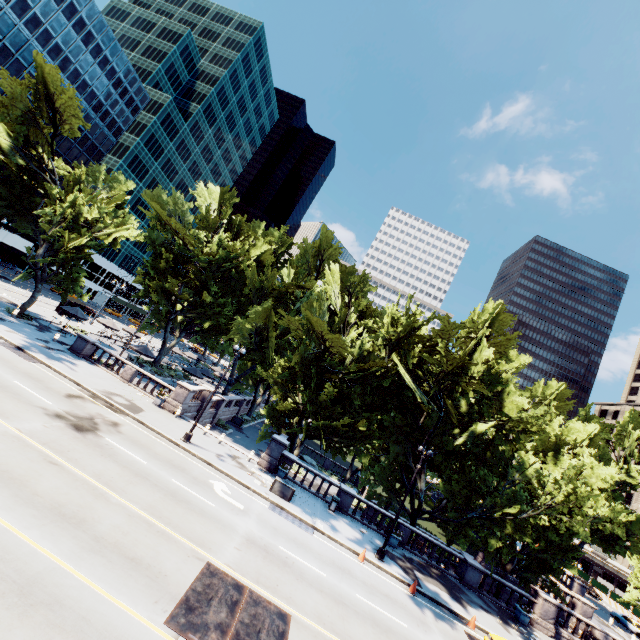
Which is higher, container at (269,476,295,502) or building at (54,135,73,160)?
building at (54,135,73,160)

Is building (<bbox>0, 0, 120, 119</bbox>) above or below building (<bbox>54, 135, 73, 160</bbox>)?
above

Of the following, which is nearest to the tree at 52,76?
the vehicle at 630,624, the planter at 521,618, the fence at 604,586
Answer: the planter at 521,618

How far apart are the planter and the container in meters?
17.6

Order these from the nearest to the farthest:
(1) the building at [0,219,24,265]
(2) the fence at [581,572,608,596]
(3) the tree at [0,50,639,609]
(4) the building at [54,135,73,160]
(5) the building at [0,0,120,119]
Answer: (3) the tree at [0,50,639,609] → (5) the building at [0,0,120,119] → (2) the fence at [581,572,608,596] → (1) the building at [0,219,24,265] → (4) the building at [54,135,73,160]

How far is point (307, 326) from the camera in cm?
2316

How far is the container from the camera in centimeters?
2094cm

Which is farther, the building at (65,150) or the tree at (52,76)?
the building at (65,150)
